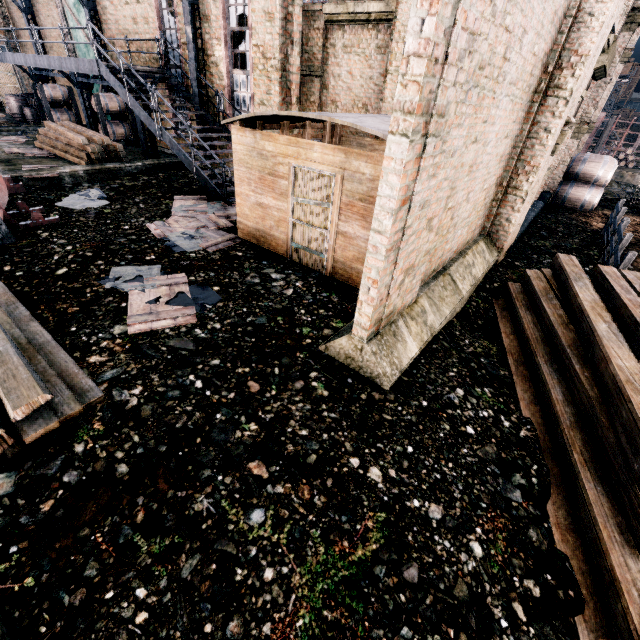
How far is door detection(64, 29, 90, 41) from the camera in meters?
18.4 m

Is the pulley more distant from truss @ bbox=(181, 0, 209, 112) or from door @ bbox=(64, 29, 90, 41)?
door @ bbox=(64, 29, 90, 41)

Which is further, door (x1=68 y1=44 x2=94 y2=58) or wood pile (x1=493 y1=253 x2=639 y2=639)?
door (x1=68 y1=44 x2=94 y2=58)

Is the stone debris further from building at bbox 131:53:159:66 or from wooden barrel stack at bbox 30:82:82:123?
wooden barrel stack at bbox 30:82:82:123

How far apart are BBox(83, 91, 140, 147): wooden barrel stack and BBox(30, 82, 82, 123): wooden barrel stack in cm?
453

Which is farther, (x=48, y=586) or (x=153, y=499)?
(x=153, y=499)

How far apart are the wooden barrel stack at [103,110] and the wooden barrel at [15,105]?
9.8 meters

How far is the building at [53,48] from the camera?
20.3m
